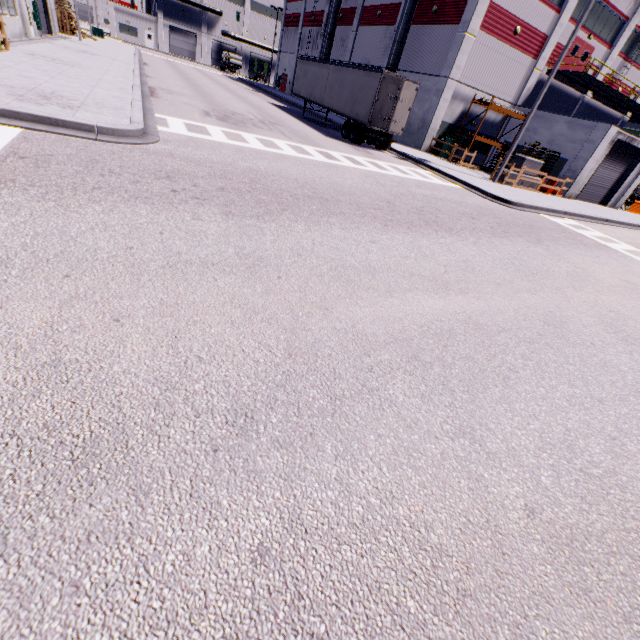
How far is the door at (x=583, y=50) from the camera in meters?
25.6 m

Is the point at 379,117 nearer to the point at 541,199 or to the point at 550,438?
the point at 541,199

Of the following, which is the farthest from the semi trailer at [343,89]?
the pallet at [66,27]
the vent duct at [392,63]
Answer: the pallet at [66,27]

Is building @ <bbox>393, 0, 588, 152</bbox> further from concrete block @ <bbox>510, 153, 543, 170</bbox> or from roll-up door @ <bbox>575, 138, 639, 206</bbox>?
concrete block @ <bbox>510, 153, 543, 170</bbox>

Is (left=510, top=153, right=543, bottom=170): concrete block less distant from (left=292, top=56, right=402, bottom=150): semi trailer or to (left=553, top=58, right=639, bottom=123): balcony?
(left=292, top=56, right=402, bottom=150): semi trailer

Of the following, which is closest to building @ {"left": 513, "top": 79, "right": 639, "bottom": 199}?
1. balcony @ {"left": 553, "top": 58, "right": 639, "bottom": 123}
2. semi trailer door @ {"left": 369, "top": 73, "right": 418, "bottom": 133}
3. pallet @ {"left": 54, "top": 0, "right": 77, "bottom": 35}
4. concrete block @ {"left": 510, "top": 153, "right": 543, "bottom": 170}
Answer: balcony @ {"left": 553, "top": 58, "right": 639, "bottom": 123}

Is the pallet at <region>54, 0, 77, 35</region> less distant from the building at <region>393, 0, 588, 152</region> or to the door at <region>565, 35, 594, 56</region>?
the building at <region>393, 0, 588, 152</region>
